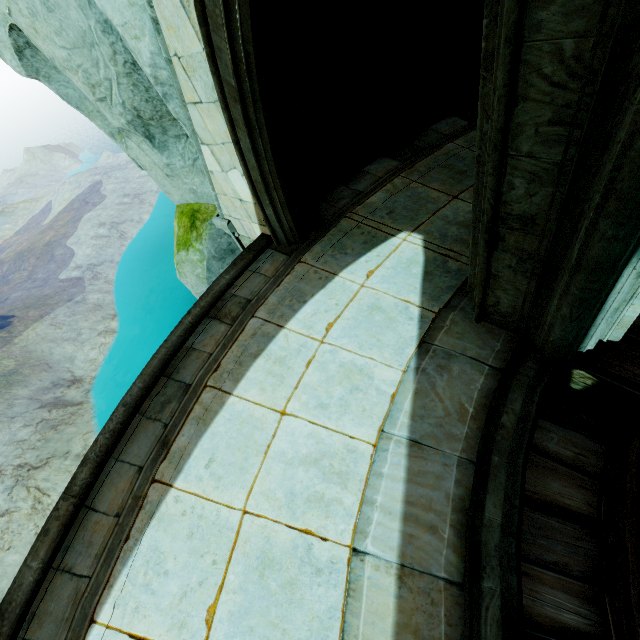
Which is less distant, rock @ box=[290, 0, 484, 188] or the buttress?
the buttress

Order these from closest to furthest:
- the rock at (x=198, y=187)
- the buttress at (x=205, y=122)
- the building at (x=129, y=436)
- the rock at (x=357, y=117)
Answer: the building at (x=129, y=436)
the buttress at (x=205, y=122)
the rock at (x=198, y=187)
the rock at (x=357, y=117)

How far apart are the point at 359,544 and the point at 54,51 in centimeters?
658cm

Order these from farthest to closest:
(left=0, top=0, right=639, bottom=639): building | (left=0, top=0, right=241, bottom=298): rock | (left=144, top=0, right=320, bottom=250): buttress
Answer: (left=0, top=0, right=241, bottom=298): rock, (left=144, top=0, right=320, bottom=250): buttress, (left=0, top=0, right=639, bottom=639): building

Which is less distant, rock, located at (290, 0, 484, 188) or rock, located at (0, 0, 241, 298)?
rock, located at (0, 0, 241, 298)

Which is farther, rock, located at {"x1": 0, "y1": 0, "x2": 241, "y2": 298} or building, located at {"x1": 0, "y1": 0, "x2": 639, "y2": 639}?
rock, located at {"x1": 0, "y1": 0, "x2": 241, "y2": 298}

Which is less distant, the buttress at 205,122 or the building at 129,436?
the building at 129,436
